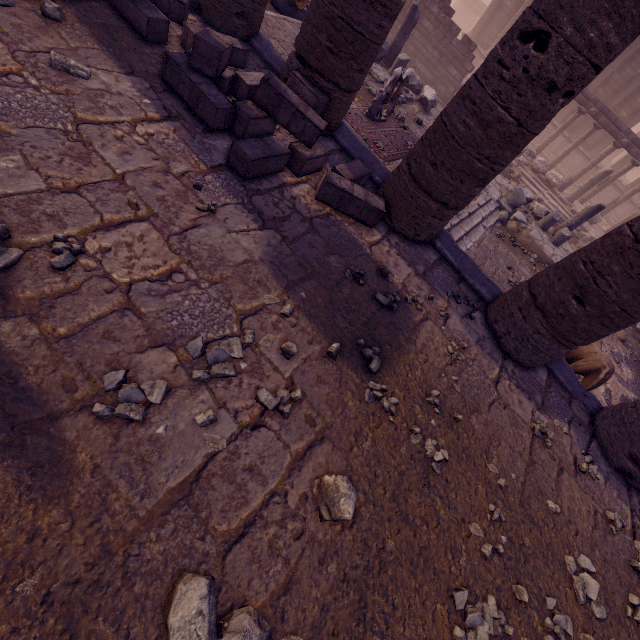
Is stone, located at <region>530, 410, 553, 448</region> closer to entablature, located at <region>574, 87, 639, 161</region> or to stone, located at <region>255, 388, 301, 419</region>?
stone, located at <region>255, 388, 301, 419</region>

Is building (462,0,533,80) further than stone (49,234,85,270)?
Yes

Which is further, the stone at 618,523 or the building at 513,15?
the building at 513,15

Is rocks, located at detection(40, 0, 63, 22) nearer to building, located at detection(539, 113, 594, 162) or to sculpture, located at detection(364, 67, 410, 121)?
sculpture, located at detection(364, 67, 410, 121)

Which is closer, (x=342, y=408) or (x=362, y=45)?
(x=342, y=408)

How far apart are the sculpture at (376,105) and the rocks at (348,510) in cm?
805

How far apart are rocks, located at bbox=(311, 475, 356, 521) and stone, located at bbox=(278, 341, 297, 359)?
0.98m

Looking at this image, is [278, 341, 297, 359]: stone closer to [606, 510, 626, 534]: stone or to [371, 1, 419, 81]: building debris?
[606, 510, 626, 534]: stone
